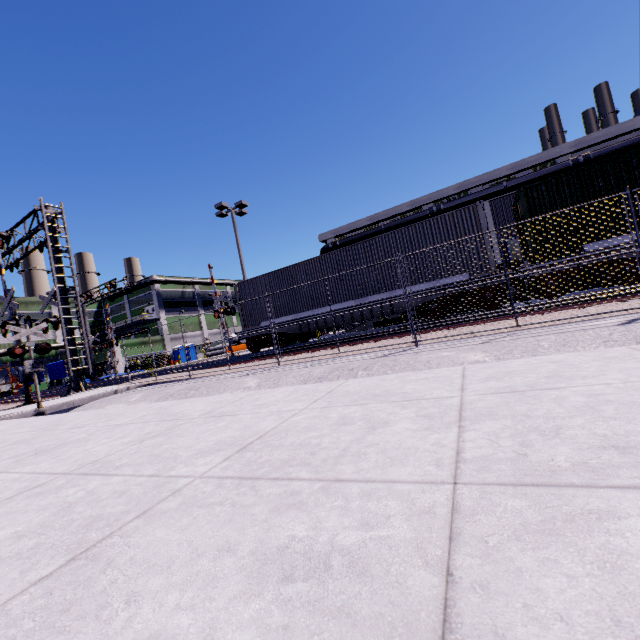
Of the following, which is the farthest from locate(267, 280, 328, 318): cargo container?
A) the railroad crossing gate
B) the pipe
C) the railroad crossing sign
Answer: the railroad crossing sign

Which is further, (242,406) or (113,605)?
(242,406)

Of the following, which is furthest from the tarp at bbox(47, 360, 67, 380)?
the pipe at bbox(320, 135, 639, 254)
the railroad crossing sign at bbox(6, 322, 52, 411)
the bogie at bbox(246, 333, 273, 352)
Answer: the railroad crossing sign at bbox(6, 322, 52, 411)

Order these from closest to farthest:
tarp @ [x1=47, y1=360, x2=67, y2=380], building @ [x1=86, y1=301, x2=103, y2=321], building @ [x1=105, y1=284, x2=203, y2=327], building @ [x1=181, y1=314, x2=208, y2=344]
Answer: tarp @ [x1=47, y1=360, x2=67, y2=380] → building @ [x1=105, y1=284, x2=203, y2=327] → building @ [x1=181, y1=314, x2=208, y2=344] → building @ [x1=86, y1=301, x2=103, y2=321]

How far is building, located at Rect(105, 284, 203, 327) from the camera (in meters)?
52.75

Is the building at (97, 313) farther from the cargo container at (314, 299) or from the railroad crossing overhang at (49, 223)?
the railroad crossing overhang at (49, 223)

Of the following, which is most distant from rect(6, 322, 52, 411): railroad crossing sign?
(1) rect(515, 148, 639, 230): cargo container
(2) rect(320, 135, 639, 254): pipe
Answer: (2) rect(320, 135, 639, 254): pipe

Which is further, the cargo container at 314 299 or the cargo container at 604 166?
the cargo container at 314 299
